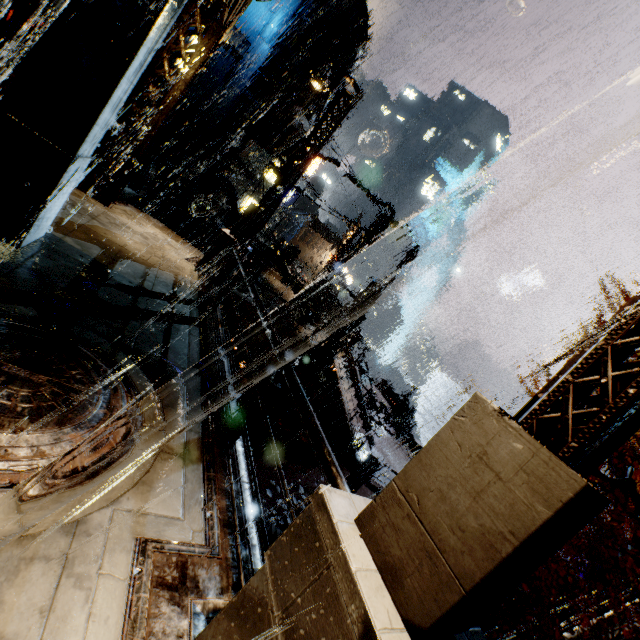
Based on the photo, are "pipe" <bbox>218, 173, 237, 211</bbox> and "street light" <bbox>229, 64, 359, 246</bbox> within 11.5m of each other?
no

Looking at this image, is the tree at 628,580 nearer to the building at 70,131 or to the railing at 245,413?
the building at 70,131

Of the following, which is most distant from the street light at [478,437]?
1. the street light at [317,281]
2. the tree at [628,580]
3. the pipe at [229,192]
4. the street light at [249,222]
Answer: the street light at [317,281]

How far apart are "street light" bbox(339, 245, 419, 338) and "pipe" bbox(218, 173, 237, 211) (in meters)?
11.74

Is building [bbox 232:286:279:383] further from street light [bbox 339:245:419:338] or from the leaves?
street light [bbox 339:245:419:338]

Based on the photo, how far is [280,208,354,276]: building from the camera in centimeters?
5316cm

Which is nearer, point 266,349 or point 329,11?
point 266,349
